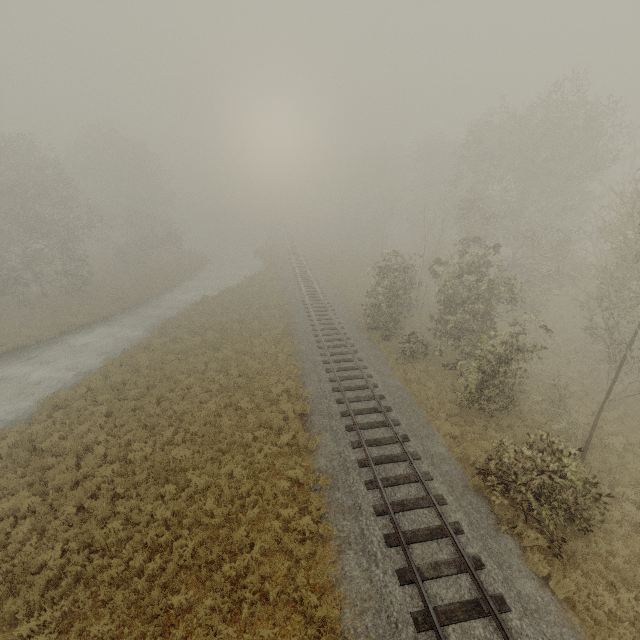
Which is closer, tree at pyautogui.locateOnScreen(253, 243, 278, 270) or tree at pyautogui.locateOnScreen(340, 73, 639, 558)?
tree at pyautogui.locateOnScreen(340, 73, 639, 558)

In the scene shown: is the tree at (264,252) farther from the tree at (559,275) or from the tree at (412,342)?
the tree at (412,342)

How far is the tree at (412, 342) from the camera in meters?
19.8

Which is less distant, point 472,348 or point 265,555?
point 265,555

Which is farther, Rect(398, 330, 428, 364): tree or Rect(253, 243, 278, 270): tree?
Rect(253, 243, 278, 270): tree

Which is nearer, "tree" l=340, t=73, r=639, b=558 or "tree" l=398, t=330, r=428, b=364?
"tree" l=340, t=73, r=639, b=558

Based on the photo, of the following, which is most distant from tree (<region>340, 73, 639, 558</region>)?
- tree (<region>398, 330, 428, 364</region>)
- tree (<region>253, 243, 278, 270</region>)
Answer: tree (<region>253, 243, 278, 270</region>)
